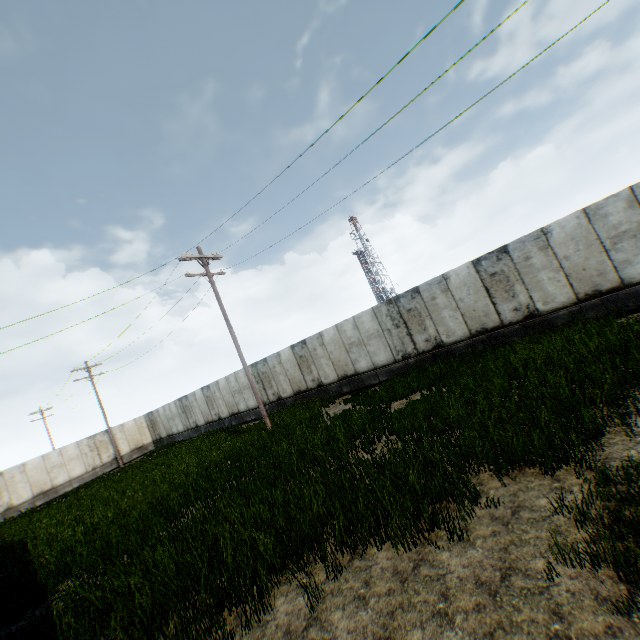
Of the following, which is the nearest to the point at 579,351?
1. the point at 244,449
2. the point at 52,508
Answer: the point at 244,449
